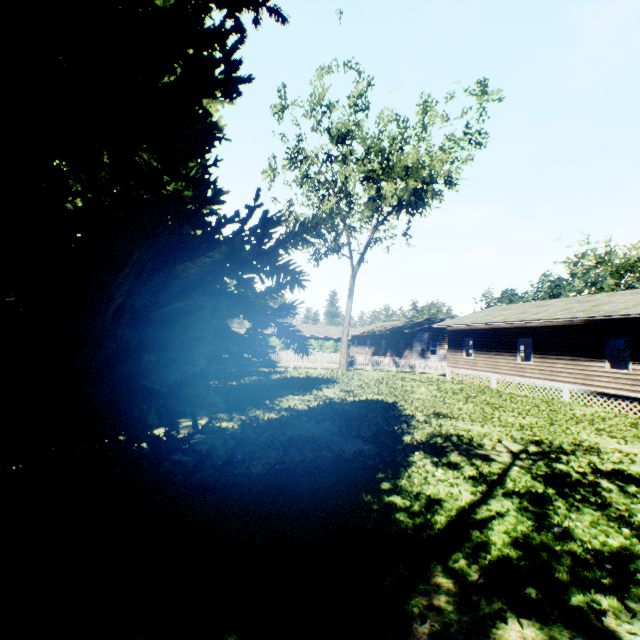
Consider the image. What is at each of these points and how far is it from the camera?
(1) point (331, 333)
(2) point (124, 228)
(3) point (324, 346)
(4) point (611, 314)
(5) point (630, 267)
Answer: (1) house, 59.8 meters
(2) tree, 1.2 meters
(3) hedge, 55.5 meters
(4) house, 14.3 meters
(5) tree, 41.0 meters

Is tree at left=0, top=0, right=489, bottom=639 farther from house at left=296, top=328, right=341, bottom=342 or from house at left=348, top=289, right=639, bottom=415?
house at left=296, top=328, right=341, bottom=342

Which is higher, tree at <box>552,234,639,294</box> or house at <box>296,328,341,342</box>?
tree at <box>552,234,639,294</box>

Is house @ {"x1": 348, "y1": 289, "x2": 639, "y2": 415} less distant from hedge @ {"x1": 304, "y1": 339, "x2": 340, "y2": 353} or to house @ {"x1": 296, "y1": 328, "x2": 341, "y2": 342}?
hedge @ {"x1": 304, "y1": 339, "x2": 340, "y2": 353}

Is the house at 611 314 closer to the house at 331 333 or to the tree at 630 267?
the tree at 630 267

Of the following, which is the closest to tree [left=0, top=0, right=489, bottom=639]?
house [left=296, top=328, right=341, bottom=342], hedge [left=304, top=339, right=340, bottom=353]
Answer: hedge [left=304, top=339, right=340, bottom=353]

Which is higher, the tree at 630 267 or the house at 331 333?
the tree at 630 267
